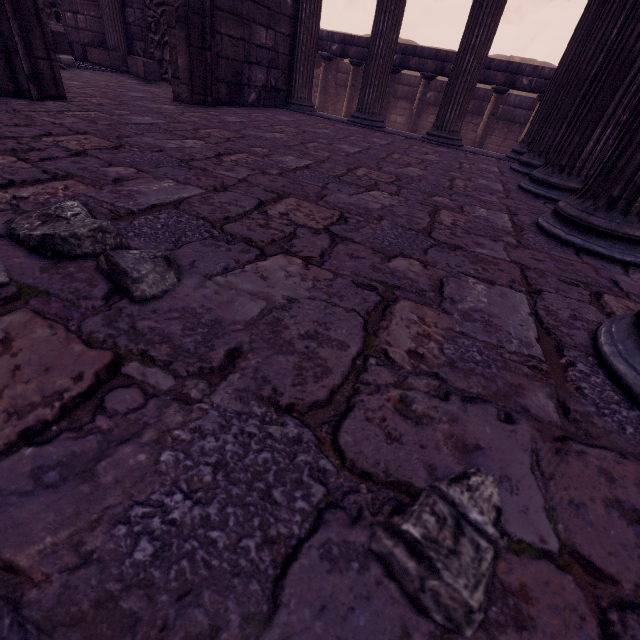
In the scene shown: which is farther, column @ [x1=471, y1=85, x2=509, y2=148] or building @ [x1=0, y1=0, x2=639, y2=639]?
column @ [x1=471, y1=85, x2=509, y2=148]

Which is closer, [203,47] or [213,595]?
[213,595]

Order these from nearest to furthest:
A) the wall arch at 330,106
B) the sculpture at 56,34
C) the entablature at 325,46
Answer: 1. the sculpture at 56,34
2. the entablature at 325,46
3. the wall arch at 330,106

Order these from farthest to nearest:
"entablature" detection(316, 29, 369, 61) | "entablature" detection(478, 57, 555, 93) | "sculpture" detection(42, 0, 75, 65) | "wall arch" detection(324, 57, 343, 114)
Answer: "wall arch" detection(324, 57, 343, 114), "entablature" detection(316, 29, 369, 61), "entablature" detection(478, 57, 555, 93), "sculpture" detection(42, 0, 75, 65)

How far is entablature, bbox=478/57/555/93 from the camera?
8.39m

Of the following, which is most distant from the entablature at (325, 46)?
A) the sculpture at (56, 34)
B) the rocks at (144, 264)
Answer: the rocks at (144, 264)

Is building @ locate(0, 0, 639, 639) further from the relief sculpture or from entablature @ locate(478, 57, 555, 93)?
entablature @ locate(478, 57, 555, 93)
